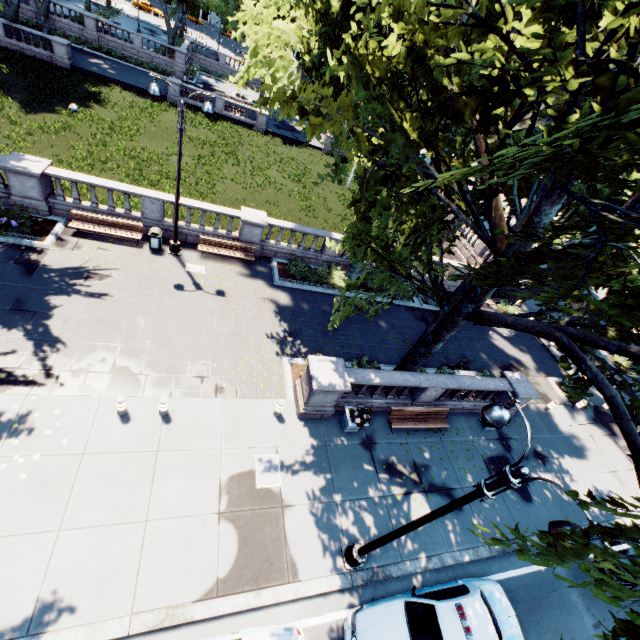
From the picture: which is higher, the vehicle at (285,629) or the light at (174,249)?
the vehicle at (285,629)

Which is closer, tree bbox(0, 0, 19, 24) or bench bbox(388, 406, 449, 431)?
bench bbox(388, 406, 449, 431)

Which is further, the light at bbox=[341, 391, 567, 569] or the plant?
the plant

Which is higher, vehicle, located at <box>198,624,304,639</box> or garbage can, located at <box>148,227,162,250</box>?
vehicle, located at <box>198,624,304,639</box>

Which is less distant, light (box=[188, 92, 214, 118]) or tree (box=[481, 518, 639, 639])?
tree (box=[481, 518, 639, 639])

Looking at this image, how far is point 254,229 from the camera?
17.6m

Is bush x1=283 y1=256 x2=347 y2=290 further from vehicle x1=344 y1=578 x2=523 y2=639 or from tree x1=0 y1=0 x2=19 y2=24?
vehicle x1=344 y1=578 x2=523 y2=639

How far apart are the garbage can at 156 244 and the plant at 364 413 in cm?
1215
